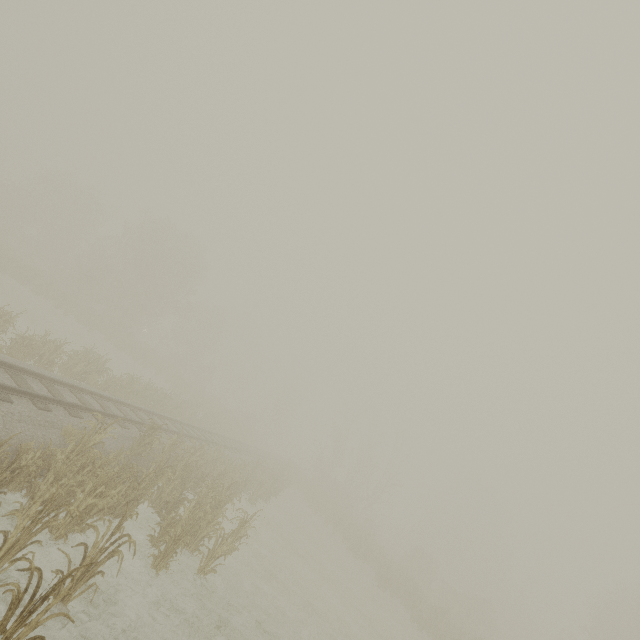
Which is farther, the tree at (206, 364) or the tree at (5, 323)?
the tree at (206, 364)

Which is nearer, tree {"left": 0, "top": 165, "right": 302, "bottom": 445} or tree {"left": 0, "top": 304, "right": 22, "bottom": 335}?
tree {"left": 0, "top": 304, "right": 22, "bottom": 335}

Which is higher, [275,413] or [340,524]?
[275,413]
